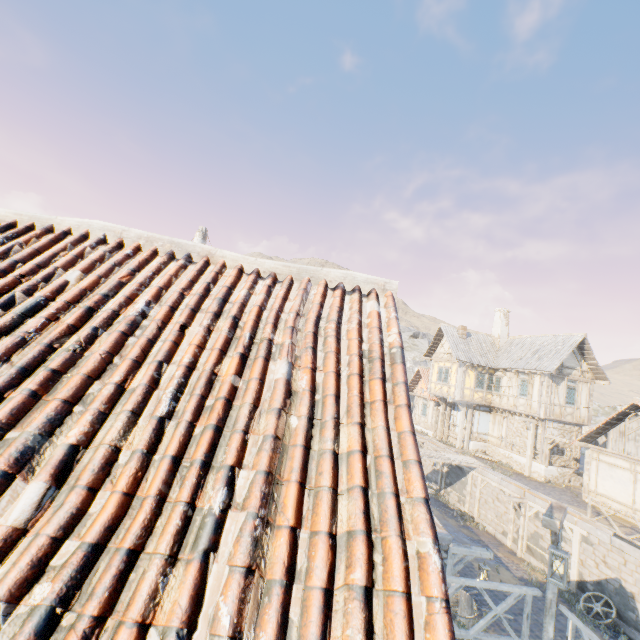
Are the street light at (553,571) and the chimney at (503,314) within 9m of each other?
no

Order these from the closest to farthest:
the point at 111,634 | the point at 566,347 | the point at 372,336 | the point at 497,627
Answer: the point at 111,634 → the point at 372,336 → the point at 497,627 → the point at 566,347

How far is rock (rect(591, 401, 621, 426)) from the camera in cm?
4027

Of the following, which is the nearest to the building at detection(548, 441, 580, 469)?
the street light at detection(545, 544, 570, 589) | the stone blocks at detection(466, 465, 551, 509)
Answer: the stone blocks at detection(466, 465, 551, 509)

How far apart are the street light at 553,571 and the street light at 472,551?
5.88m

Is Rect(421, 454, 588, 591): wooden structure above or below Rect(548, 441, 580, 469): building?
above

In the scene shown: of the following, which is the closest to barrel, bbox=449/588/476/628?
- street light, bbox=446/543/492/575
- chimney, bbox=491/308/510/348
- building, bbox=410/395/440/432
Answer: street light, bbox=446/543/492/575

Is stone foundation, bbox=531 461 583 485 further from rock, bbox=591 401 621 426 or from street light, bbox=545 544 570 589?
street light, bbox=545 544 570 589
